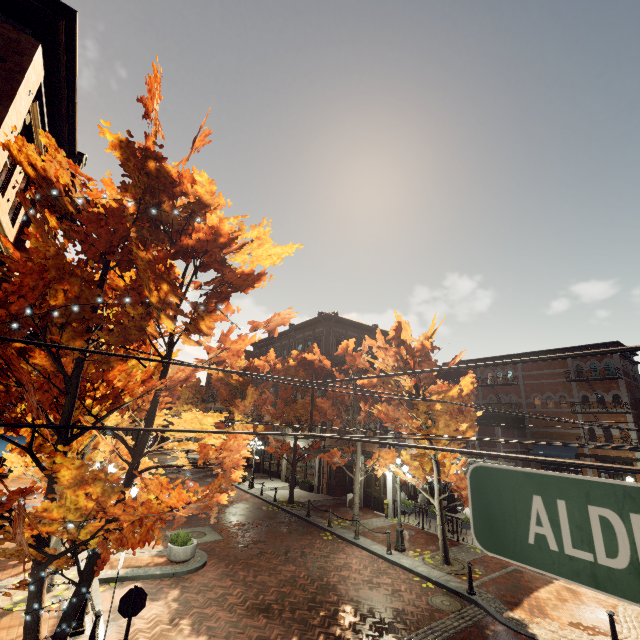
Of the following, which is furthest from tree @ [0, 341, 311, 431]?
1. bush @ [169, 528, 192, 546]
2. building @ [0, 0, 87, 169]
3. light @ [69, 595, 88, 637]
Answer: bush @ [169, 528, 192, 546]

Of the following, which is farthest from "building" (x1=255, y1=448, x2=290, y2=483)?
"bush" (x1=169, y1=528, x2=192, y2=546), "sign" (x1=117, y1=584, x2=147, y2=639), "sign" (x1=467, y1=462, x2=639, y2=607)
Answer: "sign" (x1=467, y1=462, x2=639, y2=607)

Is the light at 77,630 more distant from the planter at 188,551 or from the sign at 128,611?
the planter at 188,551

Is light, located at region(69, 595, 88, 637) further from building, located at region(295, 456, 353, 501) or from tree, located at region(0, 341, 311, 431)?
building, located at region(295, 456, 353, 501)

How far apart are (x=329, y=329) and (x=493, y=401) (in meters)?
18.43

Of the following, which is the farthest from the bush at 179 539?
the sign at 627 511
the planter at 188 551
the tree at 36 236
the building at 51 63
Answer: the sign at 627 511

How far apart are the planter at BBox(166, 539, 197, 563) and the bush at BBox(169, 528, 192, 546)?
0.0 meters
